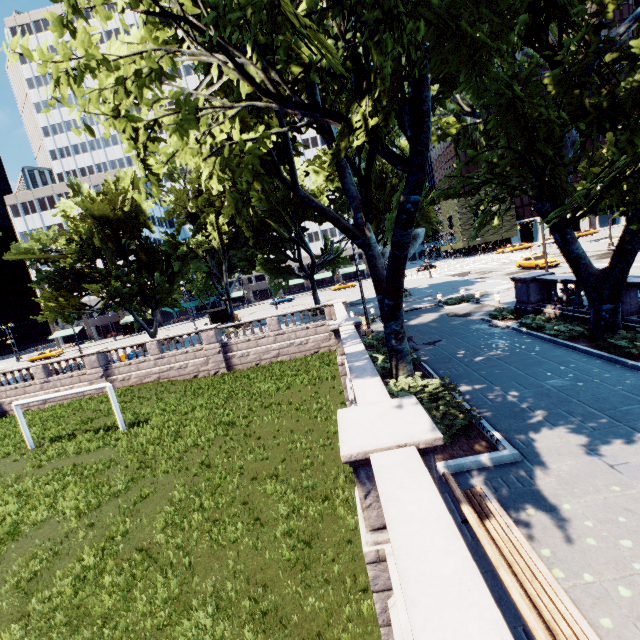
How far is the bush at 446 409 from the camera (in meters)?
8.05

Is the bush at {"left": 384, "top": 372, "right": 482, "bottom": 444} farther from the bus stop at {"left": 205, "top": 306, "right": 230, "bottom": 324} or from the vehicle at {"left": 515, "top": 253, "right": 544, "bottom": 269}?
the bus stop at {"left": 205, "top": 306, "right": 230, "bottom": 324}

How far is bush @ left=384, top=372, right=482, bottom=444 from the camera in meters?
8.1 m

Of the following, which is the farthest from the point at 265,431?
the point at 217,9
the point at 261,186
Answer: the point at 217,9

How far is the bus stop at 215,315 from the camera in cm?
4516

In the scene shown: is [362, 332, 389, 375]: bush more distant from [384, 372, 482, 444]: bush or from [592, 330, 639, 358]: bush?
[592, 330, 639, 358]: bush

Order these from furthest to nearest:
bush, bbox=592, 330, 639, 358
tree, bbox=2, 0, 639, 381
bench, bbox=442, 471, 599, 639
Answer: bush, bbox=592, 330, 639, 358 → tree, bbox=2, 0, 639, 381 → bench, bbox=442, 471, 599, 639

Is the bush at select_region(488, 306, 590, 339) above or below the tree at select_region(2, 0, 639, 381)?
below
